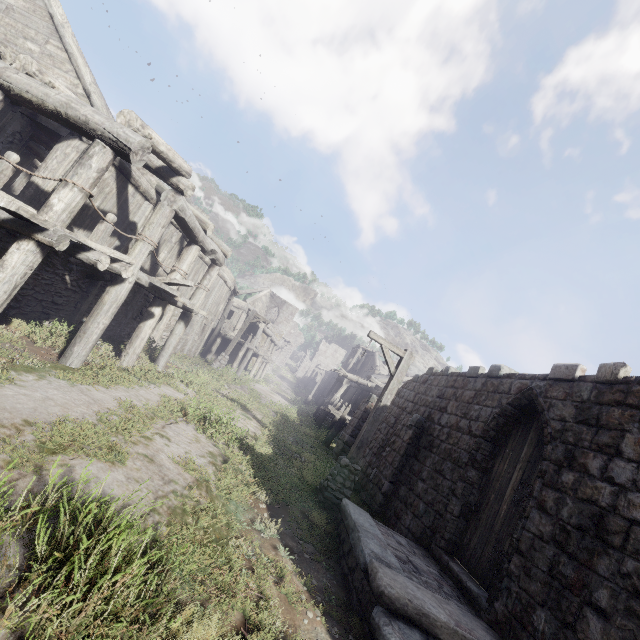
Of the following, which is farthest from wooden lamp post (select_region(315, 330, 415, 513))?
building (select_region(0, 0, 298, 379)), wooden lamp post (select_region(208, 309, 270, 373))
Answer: wooden lamp post (select_region(208, 309, 270, 373))

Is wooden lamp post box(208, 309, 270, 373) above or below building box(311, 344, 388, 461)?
below

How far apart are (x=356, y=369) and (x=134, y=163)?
44.3m

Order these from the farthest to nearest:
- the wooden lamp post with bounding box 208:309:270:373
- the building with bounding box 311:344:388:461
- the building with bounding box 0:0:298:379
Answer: the wooden lamp post with bounding box 208:309:270:373
the building with bounding box 311:344:388:461
the building with bounding box 0:0:298:379

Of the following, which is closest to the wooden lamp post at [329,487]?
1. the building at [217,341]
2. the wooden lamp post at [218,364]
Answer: the building at [217,341]

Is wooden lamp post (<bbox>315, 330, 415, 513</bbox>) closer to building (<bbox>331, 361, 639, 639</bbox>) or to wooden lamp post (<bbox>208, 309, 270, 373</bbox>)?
building (<bbox>331, 361, 639, 639</bbox>)
